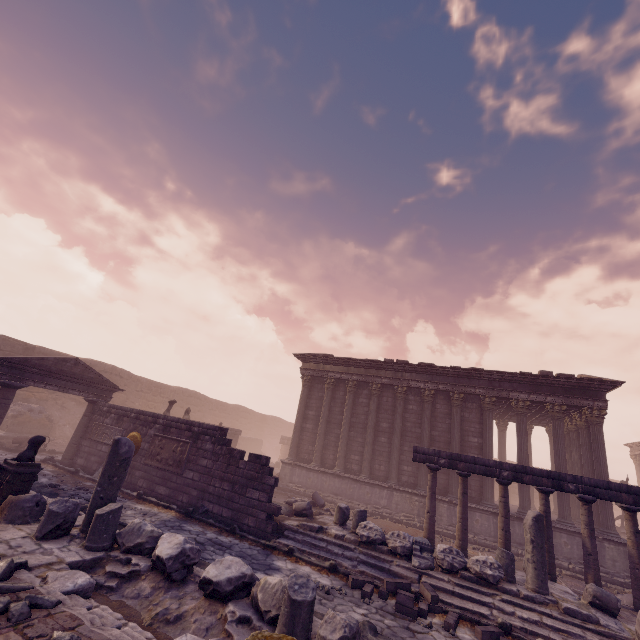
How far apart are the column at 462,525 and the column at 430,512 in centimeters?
44cm

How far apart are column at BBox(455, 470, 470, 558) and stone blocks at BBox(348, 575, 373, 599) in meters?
4.2 m

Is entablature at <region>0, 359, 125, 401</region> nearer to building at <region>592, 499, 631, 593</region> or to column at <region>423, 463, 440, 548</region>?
building at <region>592, 499, 631, 593</region>

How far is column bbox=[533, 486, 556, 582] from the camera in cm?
924

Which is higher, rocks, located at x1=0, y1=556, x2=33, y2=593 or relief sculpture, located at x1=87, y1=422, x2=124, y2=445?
relief sculpture, located at x1=87, y1=422, x2=124, y2=445

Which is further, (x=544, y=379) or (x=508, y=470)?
(x=544, y=379)

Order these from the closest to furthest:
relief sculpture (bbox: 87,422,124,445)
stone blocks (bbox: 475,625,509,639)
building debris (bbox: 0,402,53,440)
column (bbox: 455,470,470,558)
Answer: stone blocks (bbox: 475,625,509,639), column (bbox: 455,470,470,558), relief sculpture (bbox: 87,422,124,445), building debris (bbox: 0,402,53,440)

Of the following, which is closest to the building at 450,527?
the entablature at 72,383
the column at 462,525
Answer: the column at 462,525
